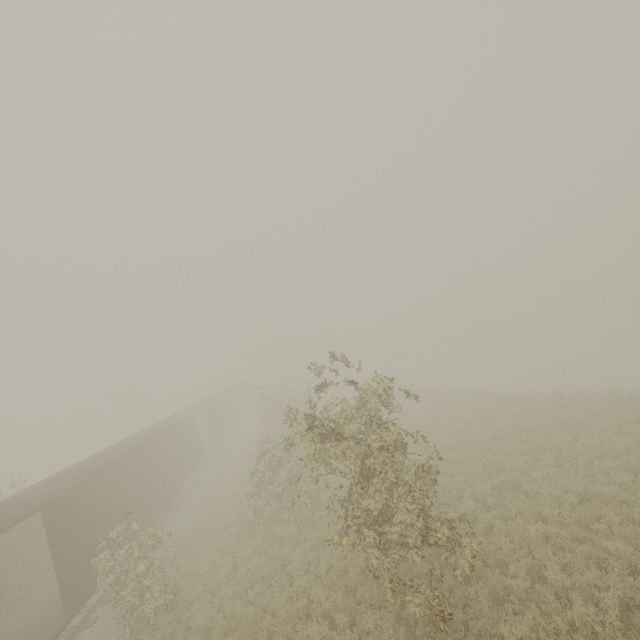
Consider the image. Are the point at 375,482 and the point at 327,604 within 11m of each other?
yes
